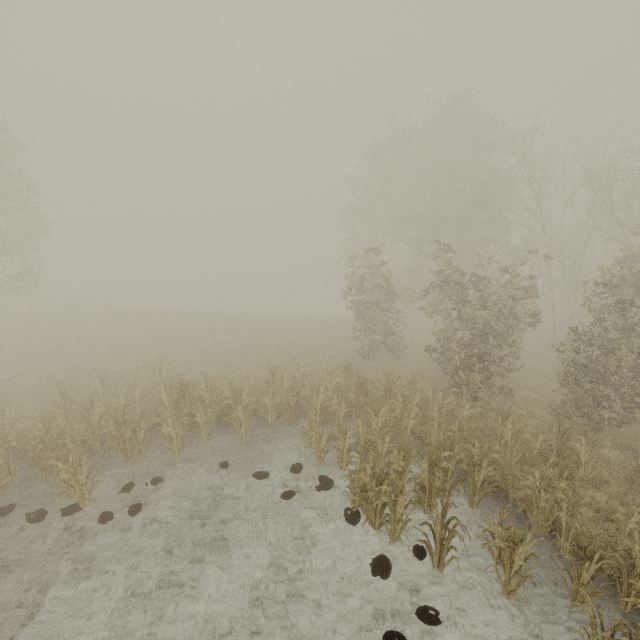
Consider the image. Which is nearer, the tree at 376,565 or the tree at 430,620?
the tree at 430,620

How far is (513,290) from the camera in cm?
1223

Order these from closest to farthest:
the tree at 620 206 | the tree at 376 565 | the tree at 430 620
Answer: the tree at 430 620 < the tree at 376 565 < the tree at 620 206

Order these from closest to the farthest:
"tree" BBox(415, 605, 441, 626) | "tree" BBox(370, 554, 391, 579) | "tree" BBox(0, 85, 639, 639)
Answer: "tree" BBox(415, 605, 441, 626) → "tree" BBox(370, 554, 391, 579) → "tree" BBox(0, 85, 639, 639)

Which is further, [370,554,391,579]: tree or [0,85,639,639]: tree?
[0,85,639,639]: tree

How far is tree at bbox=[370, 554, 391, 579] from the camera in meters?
6.3 m
